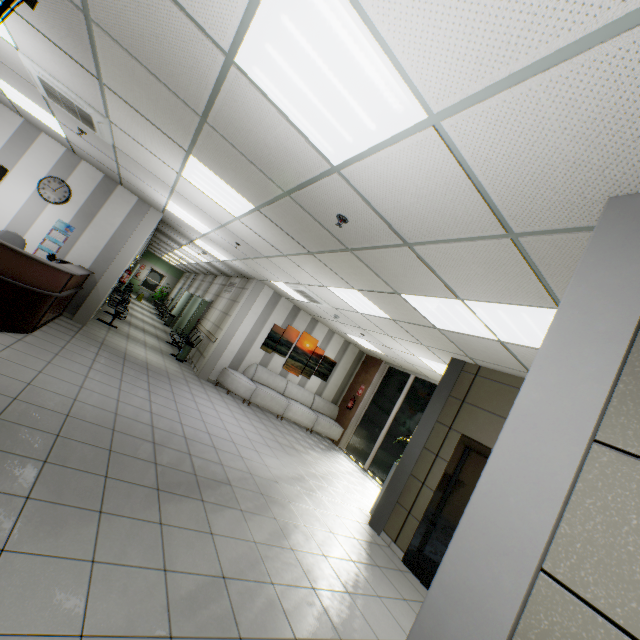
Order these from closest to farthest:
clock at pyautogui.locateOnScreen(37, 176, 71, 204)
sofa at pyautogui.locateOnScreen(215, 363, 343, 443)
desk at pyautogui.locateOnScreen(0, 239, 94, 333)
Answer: A: desk at pyautogui.locateOnScreen(0, 239, 94, 333) < clock at pyautogui.locateOnScreen(37, 176, 71, 204) < sofa at pyautogui.locateOnScreen(215, 363, 343, 443)

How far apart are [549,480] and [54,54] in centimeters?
541cm

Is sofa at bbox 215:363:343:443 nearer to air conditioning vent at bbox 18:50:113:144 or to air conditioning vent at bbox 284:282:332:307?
air conditioning vent at bbox 284:282:332:307

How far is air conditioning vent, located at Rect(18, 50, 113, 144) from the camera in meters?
3.9 m

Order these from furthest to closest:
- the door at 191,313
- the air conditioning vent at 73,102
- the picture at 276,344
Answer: the door at 191,313
the picture at 276,344
the air conditioning vent at 73,102

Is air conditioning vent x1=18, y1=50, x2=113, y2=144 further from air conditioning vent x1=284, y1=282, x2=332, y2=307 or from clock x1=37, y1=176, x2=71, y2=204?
air conditioning vent x1=284, y1=282, x2=332, y2=307

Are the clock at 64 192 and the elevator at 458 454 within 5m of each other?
no

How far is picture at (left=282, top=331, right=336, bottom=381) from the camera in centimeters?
1046cm
